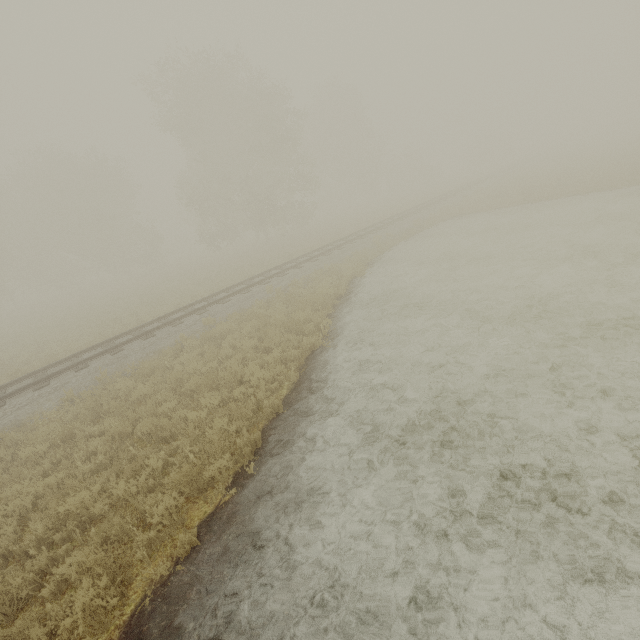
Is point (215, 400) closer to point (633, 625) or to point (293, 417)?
point (293, 417)
